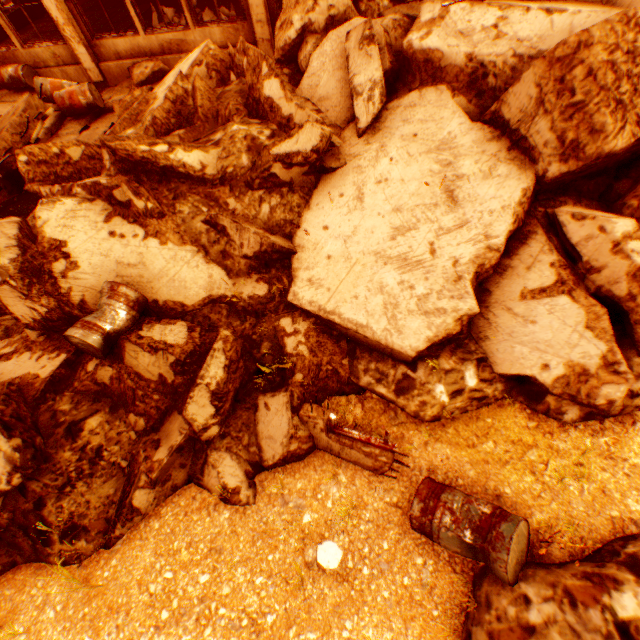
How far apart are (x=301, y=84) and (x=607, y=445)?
7.0m

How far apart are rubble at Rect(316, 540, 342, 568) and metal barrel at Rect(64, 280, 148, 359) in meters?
3.2

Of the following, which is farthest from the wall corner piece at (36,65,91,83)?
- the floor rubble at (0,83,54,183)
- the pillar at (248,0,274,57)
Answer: the pillar at (248,0,274,57)

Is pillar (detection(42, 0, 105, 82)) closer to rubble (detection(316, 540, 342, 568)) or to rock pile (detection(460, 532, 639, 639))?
rock pile (detection(460, 532, 639, 639))

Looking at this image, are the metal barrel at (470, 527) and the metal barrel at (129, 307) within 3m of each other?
no

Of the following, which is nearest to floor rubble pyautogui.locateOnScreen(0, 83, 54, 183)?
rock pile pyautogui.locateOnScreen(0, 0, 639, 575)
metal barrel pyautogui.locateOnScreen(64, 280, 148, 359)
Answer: rock pile pyautogui.locateOnScreen(0, 0, 639, 575)

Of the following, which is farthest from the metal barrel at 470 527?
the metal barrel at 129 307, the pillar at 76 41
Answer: the pillar at 76 41

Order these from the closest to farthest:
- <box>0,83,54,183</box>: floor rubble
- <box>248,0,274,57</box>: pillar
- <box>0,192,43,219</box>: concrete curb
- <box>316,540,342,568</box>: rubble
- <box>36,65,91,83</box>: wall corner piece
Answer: <box>316,540,342,568</box>: rubble, <box>0,83,54,183</box>: floor rubble, <box>0,192,43,219</box>: concrete curb, <box>248,0,274,57</box>: pillar, <box>36,65,91,83</box>: wall corner piece
